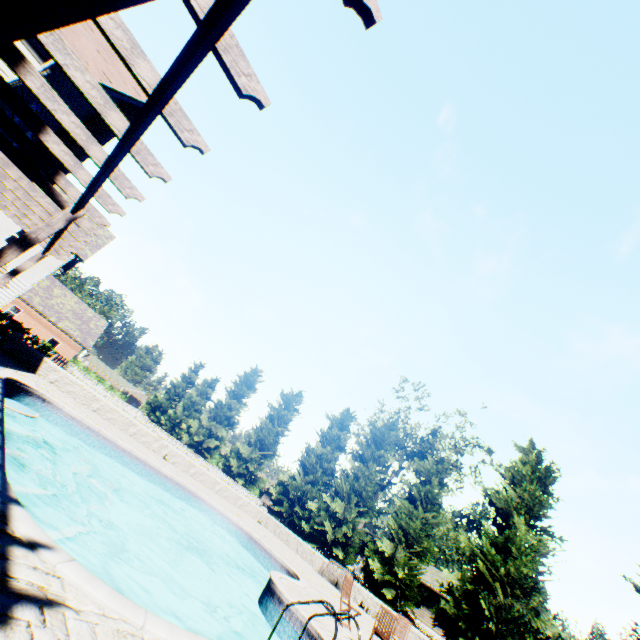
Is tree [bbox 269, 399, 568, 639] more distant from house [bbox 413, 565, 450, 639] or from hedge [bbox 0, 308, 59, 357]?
hedge [bbox 0, 308, 59, 357]

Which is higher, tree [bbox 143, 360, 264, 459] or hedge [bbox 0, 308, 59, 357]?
tree [bbox 143, 360, 264, 459]

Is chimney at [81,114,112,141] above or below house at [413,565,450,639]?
above

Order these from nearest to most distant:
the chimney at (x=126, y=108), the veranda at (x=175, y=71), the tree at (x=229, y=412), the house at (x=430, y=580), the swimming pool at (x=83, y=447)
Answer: the veranda at (x=175, y=71) → the swimming pool at (x=83, y=447) → the chimney at (x=126, y=108) → the house at (x=430, y=580) → the tree at (x=229, y=412)

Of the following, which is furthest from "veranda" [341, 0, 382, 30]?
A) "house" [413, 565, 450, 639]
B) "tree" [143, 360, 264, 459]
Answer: "house" [413, 565, 450, 639]

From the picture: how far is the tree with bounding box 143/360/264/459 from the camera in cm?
3738

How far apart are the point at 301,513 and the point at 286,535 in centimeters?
407cm

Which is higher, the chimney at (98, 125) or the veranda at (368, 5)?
the chimney at (98, 125)
